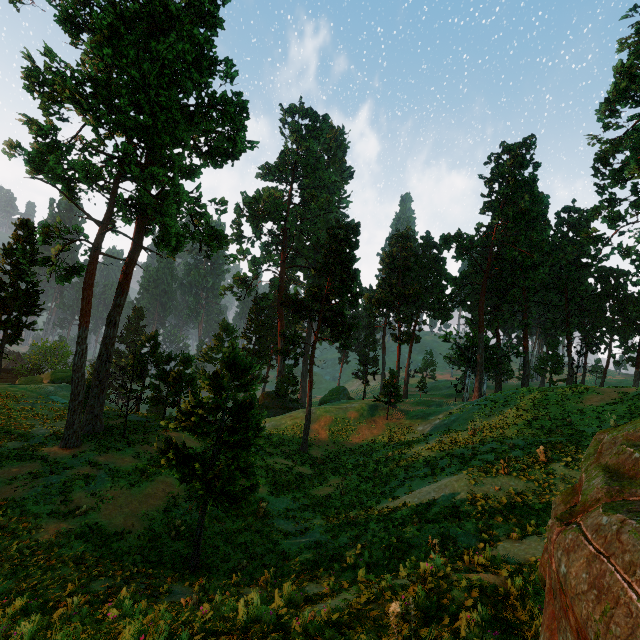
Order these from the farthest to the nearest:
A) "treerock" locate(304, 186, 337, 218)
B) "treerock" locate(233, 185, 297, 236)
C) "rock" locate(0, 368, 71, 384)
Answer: "treerock" locate(304, 186, 337, 218)
"treerock" locate(233, 185, 297, 236)
"rock" locate(0, 368, 71, 384)

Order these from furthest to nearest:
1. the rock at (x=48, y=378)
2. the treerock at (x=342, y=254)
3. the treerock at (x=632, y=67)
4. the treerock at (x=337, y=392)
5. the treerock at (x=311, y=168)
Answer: the treerock at (x=311, y=168)
the treerock at (x=337, y=392)
the rock at (x=48, y=378)
the treerock at (x=632, y=67)
the treerock at (x=342, y=254)

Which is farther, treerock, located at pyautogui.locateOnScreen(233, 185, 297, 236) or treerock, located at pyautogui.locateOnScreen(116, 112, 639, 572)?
treerock, located at pyautogui.locateOnScreen(233, 185, 297, 236)

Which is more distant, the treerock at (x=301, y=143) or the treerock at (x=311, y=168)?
the treerock at (x=311, y=168)

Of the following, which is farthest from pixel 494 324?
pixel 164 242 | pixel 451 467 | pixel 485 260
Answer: pixel 164 242

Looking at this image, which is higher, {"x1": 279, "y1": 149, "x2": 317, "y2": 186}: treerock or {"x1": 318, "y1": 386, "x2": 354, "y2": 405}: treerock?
{"x1": 279, "y1": 149, "x2": 317, "y2": 186}: treerock
